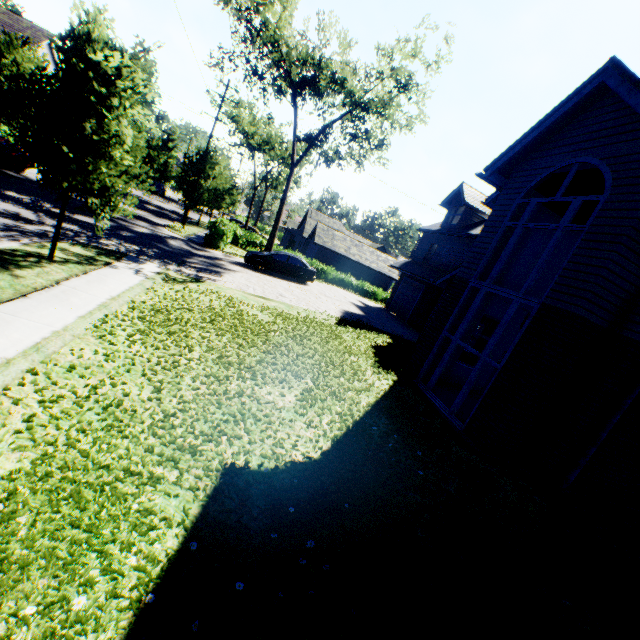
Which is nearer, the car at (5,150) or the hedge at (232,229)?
the car at (5,150)

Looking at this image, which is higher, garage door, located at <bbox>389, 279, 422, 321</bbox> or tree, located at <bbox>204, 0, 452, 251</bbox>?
tree, located at <bbox>204, 0, 452, 251</bbox>

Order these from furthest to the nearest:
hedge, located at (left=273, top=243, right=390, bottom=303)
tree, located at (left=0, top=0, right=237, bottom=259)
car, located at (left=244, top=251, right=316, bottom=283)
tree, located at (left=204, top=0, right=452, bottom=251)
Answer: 1. hedge, located at (left=273, top=243, right=390, bottom=303)
2. tree, located at (left=204, top=0, right=452, bottom=251)
3. car, located at (left=244, top=251, right=316, bottom=283)
4. tree, located at (left=0, top=0, right=237, bottom=259)

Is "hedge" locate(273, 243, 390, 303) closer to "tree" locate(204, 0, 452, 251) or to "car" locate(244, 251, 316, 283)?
"tree" locate(204, 0, 452, 251)

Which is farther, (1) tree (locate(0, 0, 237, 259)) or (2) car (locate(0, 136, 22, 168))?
(2) car (locate(0, 136, 22, 168))

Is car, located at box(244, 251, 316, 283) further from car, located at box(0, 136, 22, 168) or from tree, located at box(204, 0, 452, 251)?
car, located at box(0, 136, 22, 168)

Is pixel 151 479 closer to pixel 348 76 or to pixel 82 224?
pixel 82 224

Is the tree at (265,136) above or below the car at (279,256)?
above
